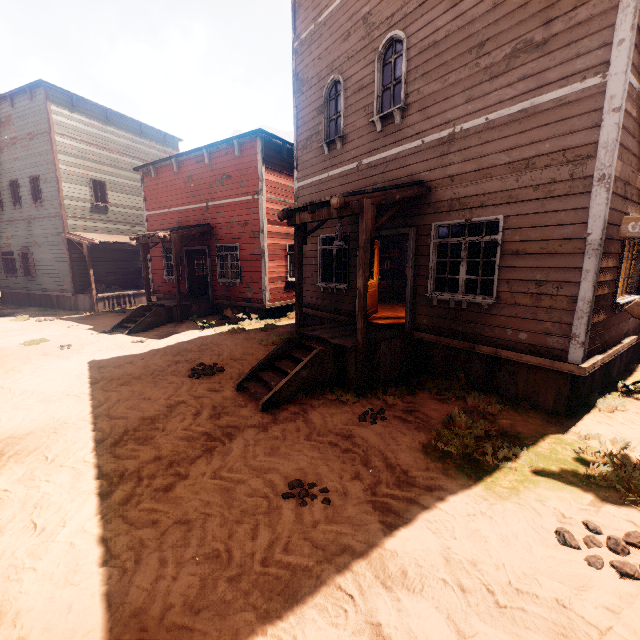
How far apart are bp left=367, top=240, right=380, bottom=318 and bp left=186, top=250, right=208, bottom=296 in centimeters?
909cm

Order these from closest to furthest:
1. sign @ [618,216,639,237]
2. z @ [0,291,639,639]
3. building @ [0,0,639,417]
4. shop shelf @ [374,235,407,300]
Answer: z @ [0,291,639,639]
sign @ [618,216,639,237]
building @ [0,0,639,417]
shop shelf @ [374,235,407,300]

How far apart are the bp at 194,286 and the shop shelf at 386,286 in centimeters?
760cm

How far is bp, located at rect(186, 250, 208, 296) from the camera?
14.78m

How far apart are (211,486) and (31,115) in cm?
2190

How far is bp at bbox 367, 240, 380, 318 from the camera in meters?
9.0 m

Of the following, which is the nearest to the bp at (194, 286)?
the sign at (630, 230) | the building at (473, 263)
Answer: the building at (473, 263)

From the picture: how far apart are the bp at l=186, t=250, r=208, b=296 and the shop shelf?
7.6 meters
